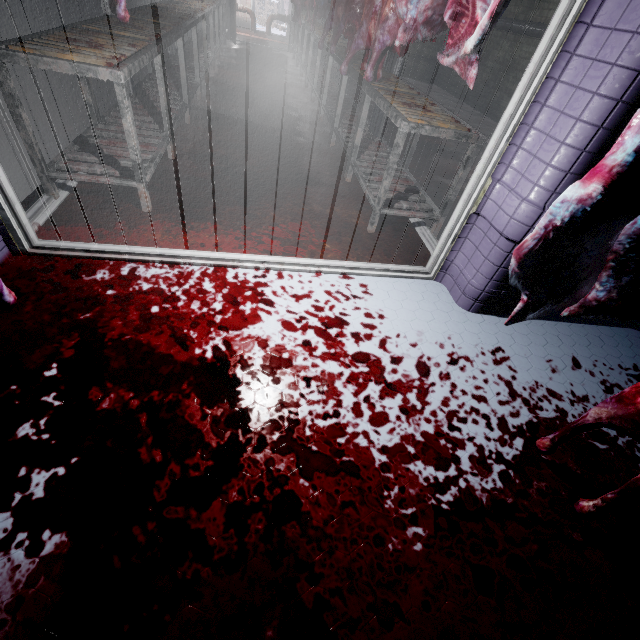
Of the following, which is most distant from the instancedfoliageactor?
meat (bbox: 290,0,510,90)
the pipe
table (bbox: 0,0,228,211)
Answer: meat (bbox: 290,0,510,90)

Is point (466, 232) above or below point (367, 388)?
above

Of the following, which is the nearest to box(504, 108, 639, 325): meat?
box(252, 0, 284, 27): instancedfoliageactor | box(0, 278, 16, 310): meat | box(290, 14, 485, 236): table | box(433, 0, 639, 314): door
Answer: box(433, 0, 639, 314): door

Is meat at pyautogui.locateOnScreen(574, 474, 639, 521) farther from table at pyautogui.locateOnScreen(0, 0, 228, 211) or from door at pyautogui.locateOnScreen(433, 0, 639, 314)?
table at pyautogui.locateOnScreen(0, 0, 228, 211)

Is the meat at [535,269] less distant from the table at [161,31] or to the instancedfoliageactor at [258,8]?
the table at [161,31]

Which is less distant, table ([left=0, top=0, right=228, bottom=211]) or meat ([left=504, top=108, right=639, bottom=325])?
meat ([left=504, top=108, right=639, bottom=325])

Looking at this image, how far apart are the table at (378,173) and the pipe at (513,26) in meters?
3.2

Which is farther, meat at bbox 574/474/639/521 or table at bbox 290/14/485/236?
table at bbox 290/14/485/236
